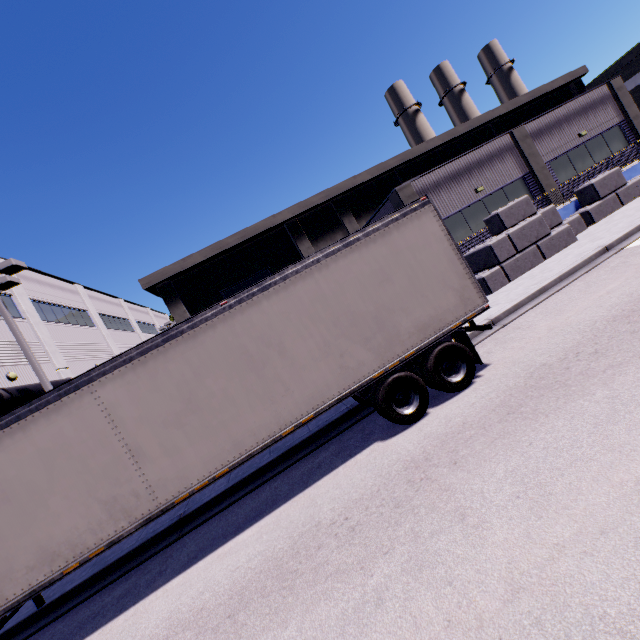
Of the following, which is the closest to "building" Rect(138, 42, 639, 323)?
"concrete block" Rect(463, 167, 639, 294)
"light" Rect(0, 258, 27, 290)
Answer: "concrete block" Rect(463, 167, 639, 294)

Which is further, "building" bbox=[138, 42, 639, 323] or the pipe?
"building" bbox=[138, 42, 639, 323]

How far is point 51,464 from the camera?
5.4 meters

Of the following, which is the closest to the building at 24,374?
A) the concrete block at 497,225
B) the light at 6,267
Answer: the concrete block at 497,225

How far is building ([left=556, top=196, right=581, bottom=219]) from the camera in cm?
1622

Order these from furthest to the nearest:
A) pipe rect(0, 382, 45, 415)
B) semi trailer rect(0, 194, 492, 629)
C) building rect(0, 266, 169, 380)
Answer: building rect(0, 266, 169, 380), pipe rect(0, 382, 45, 415), semi trailer rect(0, 194, 492, 629)

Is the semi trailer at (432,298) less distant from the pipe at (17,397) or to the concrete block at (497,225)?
the pipe at (17,397)
